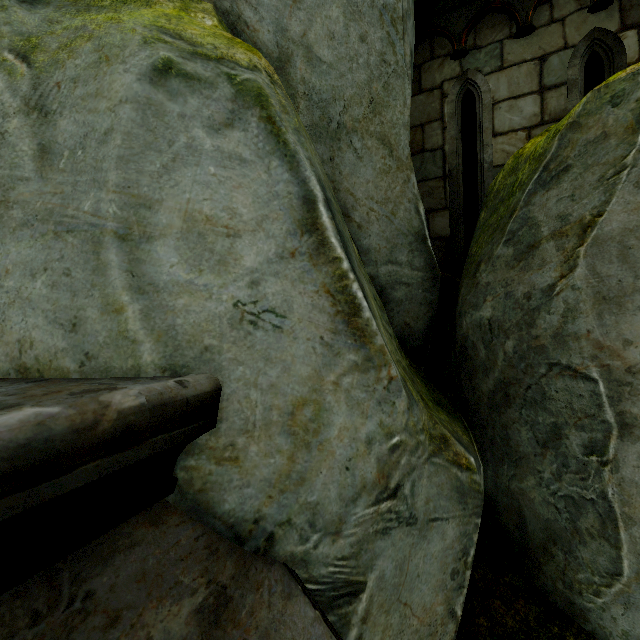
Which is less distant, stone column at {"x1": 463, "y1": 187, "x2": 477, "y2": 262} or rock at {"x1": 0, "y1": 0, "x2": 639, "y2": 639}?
rock at {"x1": 0, "y1": 0, "x2": 639, "y2": 639}

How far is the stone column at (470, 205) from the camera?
6.68m

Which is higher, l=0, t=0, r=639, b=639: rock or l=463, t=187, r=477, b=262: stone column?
l=463, t=187, r=477, b=262: stone column

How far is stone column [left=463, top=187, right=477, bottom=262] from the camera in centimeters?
668cm

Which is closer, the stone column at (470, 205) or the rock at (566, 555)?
the rock at (566, 555)

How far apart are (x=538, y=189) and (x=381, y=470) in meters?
1.6 m
